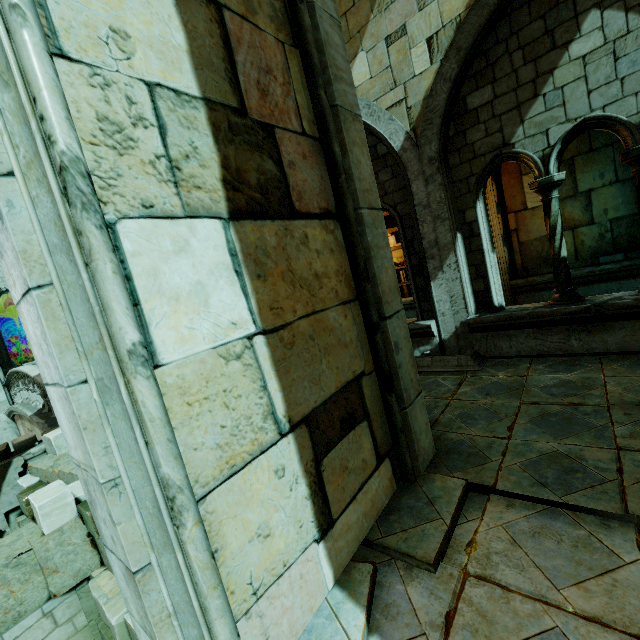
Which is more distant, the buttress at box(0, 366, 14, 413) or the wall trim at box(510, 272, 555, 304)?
the buttress at box(0, 366, 14, 413)

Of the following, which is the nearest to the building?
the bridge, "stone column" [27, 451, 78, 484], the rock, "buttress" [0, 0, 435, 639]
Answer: "buttress" [0, 0, 435, 639]

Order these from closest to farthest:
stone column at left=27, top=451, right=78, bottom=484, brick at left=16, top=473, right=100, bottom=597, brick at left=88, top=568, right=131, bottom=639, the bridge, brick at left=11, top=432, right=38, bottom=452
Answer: brick at left=88, top=568, right=131, bottom=639 < brick at left=16, top=473, right=100, bottom=597 < stone column at left=27, top=451, right=78, bottom=484 < brick at left=11, top=432, right=38, bottom=452 < the bridge

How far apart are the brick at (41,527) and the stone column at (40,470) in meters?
0.0 m

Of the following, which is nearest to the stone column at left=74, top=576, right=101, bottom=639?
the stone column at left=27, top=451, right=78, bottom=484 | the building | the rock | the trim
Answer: the stone column at left=27, top=451, right=78, bottom=484

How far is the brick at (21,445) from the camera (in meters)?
7.15

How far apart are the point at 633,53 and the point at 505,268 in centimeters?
461cm

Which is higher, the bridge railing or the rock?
the bridge railing
